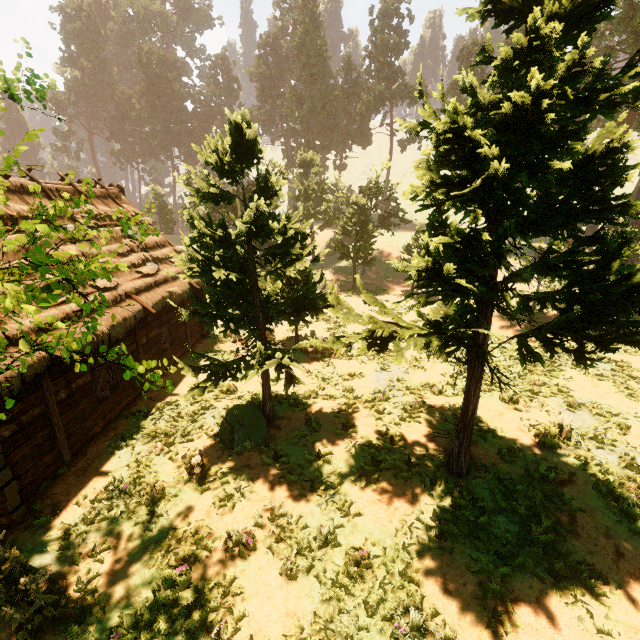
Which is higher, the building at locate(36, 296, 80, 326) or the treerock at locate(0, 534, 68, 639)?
the building at locate(36, 296, 80, 326)

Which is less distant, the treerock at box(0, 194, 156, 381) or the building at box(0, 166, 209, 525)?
the treerock at box(0, 194, 156, 381)

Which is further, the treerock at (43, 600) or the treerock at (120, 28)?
the treerock at (120, 28)

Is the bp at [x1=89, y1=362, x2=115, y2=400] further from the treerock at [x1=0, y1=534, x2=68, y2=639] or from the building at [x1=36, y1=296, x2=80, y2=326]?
the treerock at [x1=0, y1=534, x2=68, y2=639]

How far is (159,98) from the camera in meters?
56.5 m

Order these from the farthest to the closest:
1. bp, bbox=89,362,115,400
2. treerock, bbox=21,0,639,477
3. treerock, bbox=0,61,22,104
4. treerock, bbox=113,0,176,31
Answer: treerock, bbox=113,0,176,31, bp, bbox=89,362,115,400, treerock, bbox=21,0,639,477, treerock, bbox=0,61,22,104

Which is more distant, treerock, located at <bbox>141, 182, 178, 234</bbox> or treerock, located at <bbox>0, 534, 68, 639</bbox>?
treerock, located at <bbox>141, 182, 178, 234</bbox>

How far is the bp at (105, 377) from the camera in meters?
10.2
